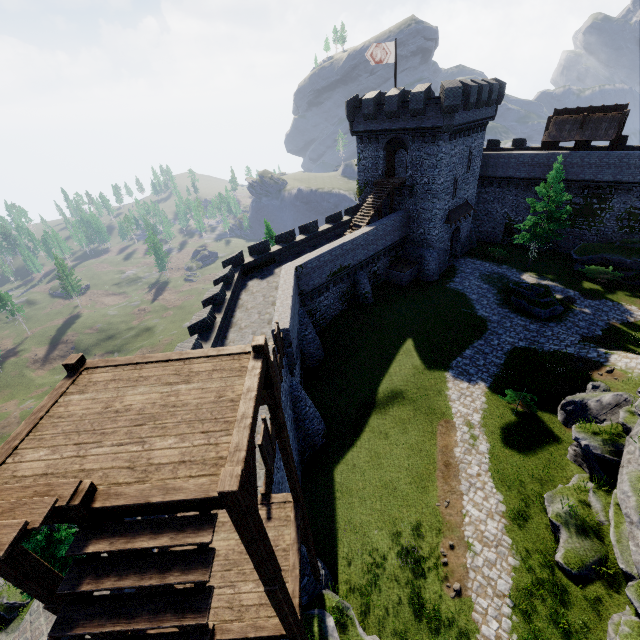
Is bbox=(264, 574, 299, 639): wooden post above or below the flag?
below

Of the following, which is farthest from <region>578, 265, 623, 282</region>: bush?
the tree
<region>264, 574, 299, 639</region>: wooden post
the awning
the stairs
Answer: <region>264, 574, 299, 639</region>: wooden post

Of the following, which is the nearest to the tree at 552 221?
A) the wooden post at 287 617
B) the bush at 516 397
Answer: the bush at 516 397

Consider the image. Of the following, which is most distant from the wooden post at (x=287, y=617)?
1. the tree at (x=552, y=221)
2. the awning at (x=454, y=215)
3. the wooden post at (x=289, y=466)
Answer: the tree at (x=552, y=221)

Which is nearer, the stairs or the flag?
the stairs

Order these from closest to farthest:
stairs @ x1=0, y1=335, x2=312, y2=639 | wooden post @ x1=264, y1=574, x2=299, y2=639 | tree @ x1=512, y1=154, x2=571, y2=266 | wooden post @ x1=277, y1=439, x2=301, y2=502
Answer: stairs @ x1=0, y1=335, x2=312, y2=639
wooden post @ x1=264, y1=574, x2=299, y2=639
wooden post @ x1=277, y1=439, x2=301, y2=502
tree @ x1=512, y1=154, x2=571, y2=266

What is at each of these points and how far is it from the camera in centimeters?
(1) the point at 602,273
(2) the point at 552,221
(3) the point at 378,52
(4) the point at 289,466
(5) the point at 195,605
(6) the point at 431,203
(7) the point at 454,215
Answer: (1) bush, 3030cm
(2) tree, 3088cm
(3) flag, 2767cm
(4) wooden post, 862cm
(5) stairs, 368cm
(6) building, 3158cm
(7) awning, 3375cm

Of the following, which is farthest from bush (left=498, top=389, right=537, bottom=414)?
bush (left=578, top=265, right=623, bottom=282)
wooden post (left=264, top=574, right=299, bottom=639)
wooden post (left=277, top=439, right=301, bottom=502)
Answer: bush (left=578, top=265, right=623, bottom=282)
